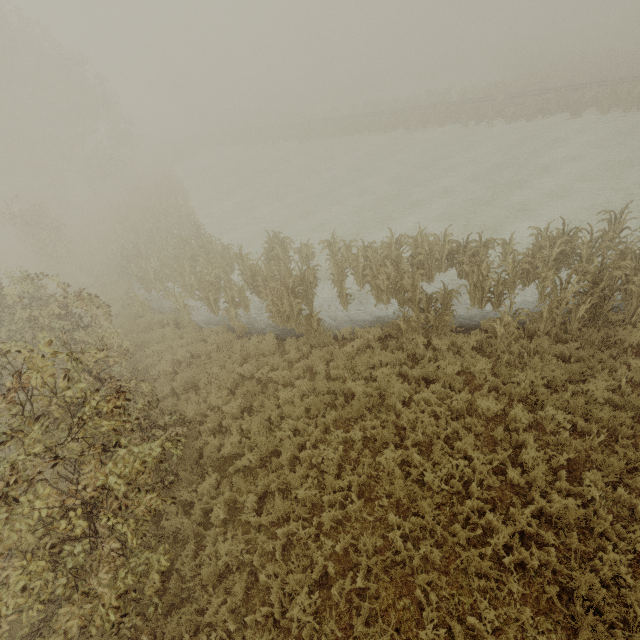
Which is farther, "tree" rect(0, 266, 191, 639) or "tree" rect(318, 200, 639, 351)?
"tree" rect(318, 200, 639, 351)

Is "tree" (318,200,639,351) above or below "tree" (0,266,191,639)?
below

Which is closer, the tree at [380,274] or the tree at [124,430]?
the tree at [124,430]

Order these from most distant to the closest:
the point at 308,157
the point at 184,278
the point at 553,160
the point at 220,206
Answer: the point at 308,157, the point at 220,206, the point at 553,160, the point at 184,278

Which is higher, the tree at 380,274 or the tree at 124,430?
the tree at 124,430
